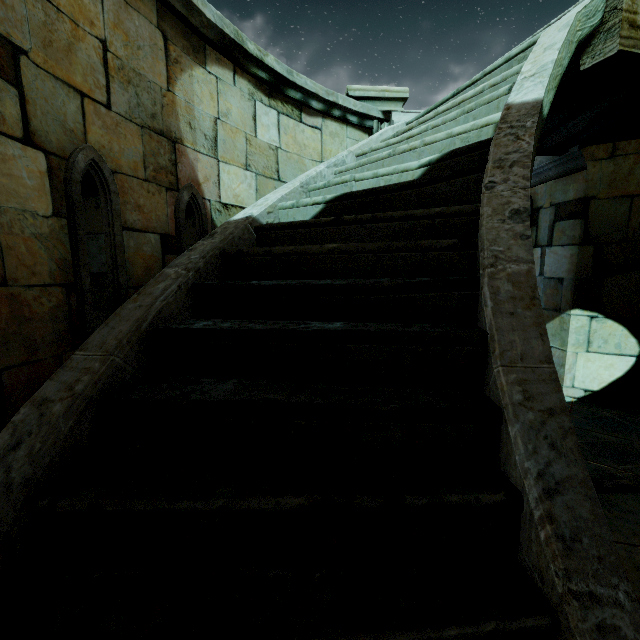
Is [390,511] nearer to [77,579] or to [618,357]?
[77,579]

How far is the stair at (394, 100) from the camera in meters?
4.6 m

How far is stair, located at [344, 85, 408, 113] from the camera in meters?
4.6 m
